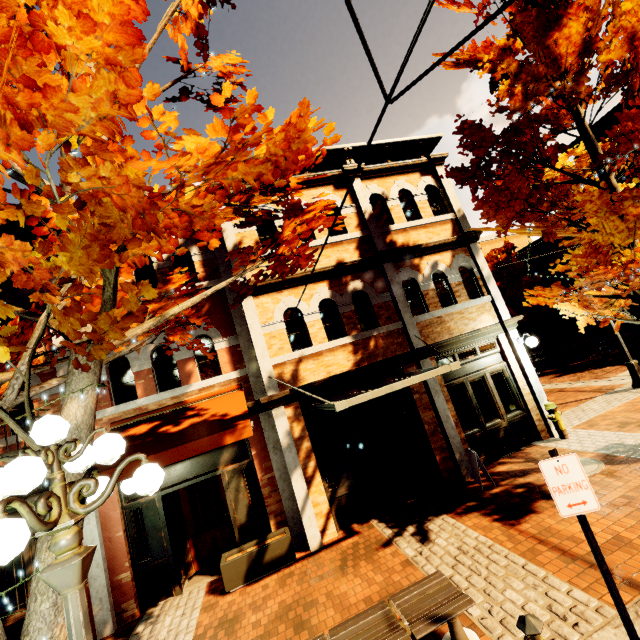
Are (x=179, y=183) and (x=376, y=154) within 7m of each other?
no

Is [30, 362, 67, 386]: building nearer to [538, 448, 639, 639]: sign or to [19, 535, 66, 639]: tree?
[19, 535, 66, 639]: tree

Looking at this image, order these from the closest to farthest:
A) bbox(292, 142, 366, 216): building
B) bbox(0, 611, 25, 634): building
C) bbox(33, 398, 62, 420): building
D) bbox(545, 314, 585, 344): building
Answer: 1. bbox(0, 611, 25, 634): building
2. bbox(33, 398, 62, 420): building
3. bbox(292, 142, 366, 216): building
4. bbox(545, 314, 585, 344): building

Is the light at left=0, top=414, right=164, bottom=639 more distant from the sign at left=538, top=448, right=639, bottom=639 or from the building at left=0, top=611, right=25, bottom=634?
the building at left=0, top=611, right=25, bottom=634

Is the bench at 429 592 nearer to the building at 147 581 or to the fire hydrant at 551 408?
the building at 147 581

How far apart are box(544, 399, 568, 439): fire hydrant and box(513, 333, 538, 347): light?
1.5m

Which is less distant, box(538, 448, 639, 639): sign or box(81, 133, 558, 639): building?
box(538, 448, 639, 639): sign

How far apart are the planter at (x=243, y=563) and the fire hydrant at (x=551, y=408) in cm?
715
